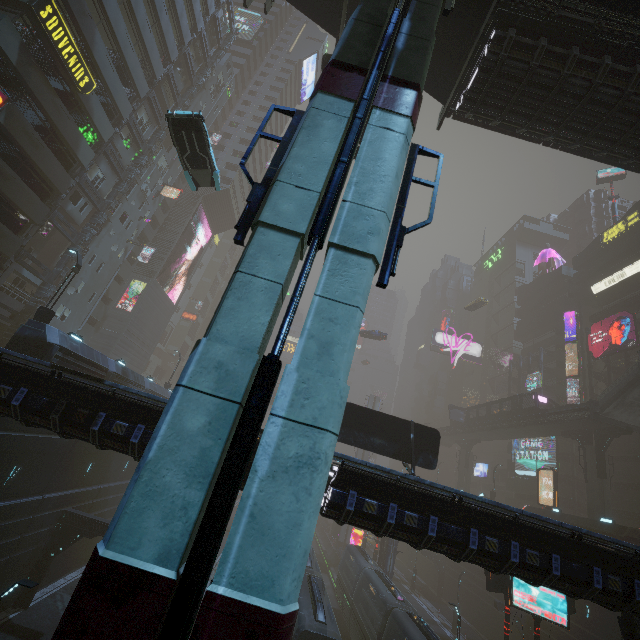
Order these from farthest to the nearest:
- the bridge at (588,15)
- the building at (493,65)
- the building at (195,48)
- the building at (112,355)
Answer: the building at (195,48) → the building at (112,355) → the building at (493,65) → the bridge at (588,15)

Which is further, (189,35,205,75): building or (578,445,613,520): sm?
(189,35,205,75): building

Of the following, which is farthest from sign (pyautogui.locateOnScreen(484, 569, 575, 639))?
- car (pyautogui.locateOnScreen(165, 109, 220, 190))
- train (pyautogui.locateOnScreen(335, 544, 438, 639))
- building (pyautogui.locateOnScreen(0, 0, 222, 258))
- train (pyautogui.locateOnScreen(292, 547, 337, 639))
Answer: car (pyautogui.locateOnScreen(165, 109, 220, 190))

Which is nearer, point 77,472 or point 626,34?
point 626,34

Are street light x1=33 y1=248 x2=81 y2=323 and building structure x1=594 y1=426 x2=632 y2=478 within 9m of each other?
no

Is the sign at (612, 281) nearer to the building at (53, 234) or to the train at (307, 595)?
the building at (53, 234)

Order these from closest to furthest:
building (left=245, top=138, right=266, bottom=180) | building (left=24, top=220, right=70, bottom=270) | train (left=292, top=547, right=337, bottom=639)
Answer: train (left=292, top=547, right=337, bottom=639), building (left=24, top=220, right=70, bottom=270), building (left=245, top=138, right=266, bottom=180)

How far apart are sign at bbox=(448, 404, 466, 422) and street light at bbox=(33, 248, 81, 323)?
53.8 meters
